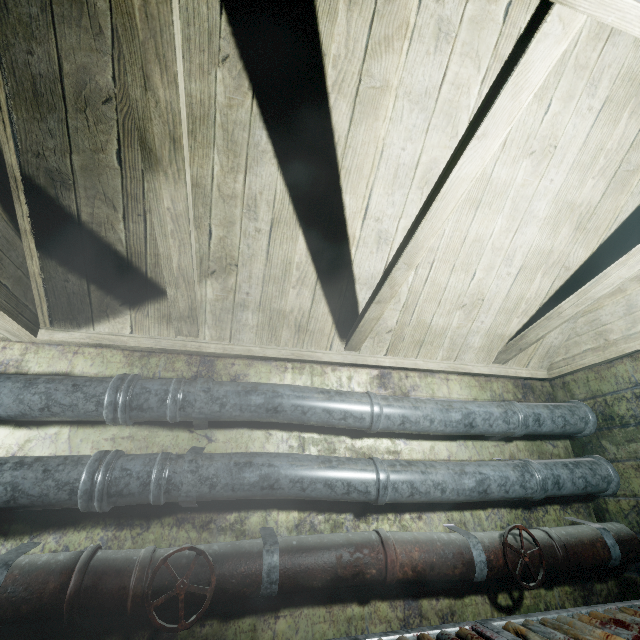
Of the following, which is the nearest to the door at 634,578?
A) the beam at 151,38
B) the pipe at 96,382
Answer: the pipe at 96,382

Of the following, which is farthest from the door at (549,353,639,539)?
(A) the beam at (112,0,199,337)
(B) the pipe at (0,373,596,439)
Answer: (A) the beam at (112,0,199,337)

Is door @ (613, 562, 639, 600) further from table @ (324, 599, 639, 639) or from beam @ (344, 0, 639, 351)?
beam @ (344, 0, 639, 351)

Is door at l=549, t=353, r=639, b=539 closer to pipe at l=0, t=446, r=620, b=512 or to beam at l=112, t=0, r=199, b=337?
pipe at l=0, t=446, r=620, b=512

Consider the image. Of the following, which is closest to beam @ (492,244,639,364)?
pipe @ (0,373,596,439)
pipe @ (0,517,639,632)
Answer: pipe @ (0,373,596,439)

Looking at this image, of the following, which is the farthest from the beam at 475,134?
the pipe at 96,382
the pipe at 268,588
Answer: the pipe at 268,588

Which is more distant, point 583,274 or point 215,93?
point 583,274

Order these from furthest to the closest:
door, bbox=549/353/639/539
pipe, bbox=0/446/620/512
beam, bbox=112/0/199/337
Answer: door, bbox=549/353/639/539 → pipe, bbox=0/446/620/512 → beam, bbox=112/0/199/337
